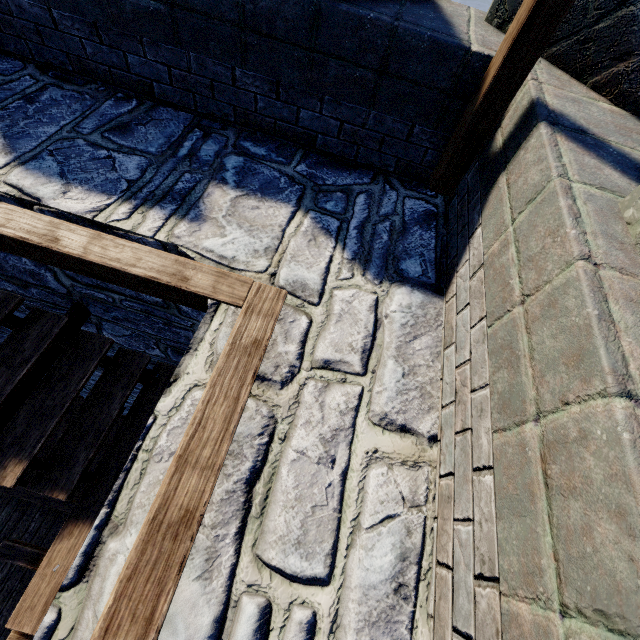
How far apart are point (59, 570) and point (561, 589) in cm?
348
